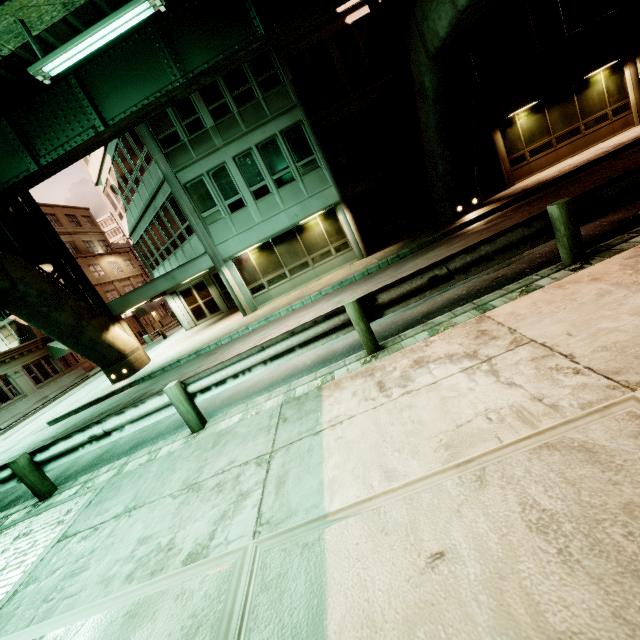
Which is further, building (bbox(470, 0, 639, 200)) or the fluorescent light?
building (bbox(470, 0, 639, 200))

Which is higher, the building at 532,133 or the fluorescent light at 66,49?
the fluorescent light at 66,49

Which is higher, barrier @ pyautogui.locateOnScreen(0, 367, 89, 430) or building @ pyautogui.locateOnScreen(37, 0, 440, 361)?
building @ pyautogui.locateOnScreen(37, 0, 440, 361)

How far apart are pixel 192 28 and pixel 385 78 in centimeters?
995cm

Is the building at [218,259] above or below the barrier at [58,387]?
above

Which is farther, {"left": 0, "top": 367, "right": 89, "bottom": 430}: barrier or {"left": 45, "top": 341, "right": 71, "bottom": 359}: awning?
{"left": 45, "top": 341, "right": 71, "bottom": 359}: awning

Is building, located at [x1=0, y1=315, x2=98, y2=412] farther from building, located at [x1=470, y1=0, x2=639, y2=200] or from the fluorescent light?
building, located at [x1=470, y1=0, x2=639, y2=200]

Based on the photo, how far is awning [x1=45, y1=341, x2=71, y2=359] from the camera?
28.48m
